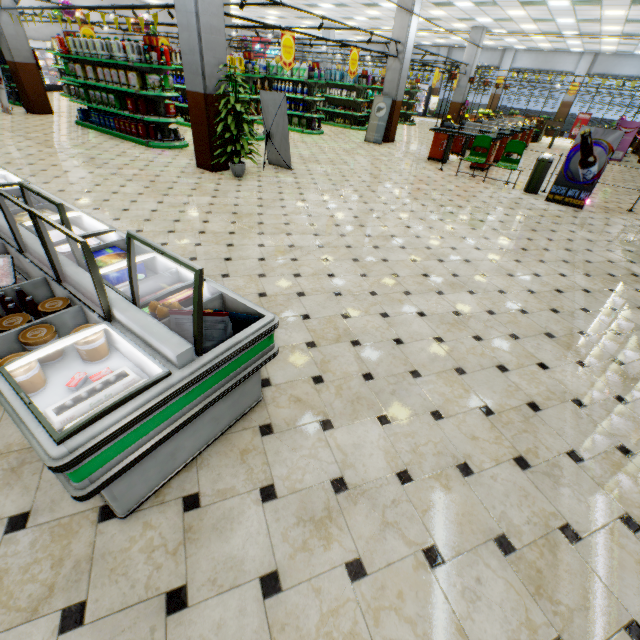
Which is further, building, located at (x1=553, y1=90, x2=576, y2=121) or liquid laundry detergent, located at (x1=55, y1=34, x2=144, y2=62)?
building, located at (x1=553, y1=90, x2=576, y2=121)

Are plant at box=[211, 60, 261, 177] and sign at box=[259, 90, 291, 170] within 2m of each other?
yes

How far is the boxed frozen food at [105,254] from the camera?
2.46m

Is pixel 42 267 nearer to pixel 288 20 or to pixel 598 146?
pixel 598 146

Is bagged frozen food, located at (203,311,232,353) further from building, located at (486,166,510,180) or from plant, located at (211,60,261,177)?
plant, located at (211,60,261,177)

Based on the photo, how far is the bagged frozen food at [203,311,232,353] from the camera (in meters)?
1.81

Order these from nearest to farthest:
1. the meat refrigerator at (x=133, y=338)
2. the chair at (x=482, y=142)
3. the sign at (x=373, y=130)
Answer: the meat refrigerator at (x=133, y=338), the chair at (x=482, y=142), the sign at (x=373, y=130)

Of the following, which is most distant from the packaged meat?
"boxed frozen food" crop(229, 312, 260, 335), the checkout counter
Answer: the checkout counter
